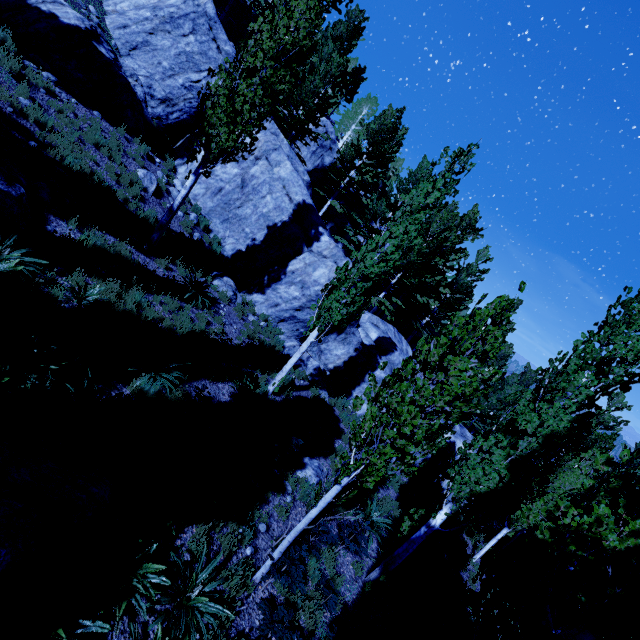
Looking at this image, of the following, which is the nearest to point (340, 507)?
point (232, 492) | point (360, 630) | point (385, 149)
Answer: point (360, 630)

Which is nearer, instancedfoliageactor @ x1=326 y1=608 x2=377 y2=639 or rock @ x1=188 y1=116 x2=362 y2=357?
instancedfoliageactor @ x1=326 y1=608 x2=377 y2=639

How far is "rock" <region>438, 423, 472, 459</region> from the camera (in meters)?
16.58

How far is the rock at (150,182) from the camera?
12.4 meters

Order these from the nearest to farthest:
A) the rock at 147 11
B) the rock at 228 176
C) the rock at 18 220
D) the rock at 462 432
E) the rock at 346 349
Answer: the rock at 18 220 < the rock at 147 11 < the rock at 346 349 < the rock at 228 176 < the rock at 462 432

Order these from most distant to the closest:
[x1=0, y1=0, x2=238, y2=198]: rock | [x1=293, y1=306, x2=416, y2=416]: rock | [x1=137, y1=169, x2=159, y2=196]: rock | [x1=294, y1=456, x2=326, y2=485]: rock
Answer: [x1=293, y1=306, x2=416, y2=416]: rock
[x1=137, y1=169, x2=159, y2=196]: rock
[x1=0, y1=0, x2=238, y2=198]: rock
[x1=294, y1=456, x2=326, y2=485]: rock
